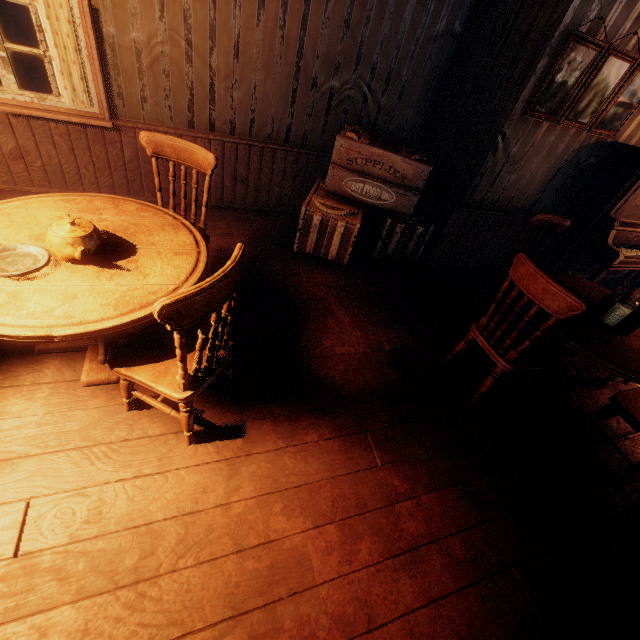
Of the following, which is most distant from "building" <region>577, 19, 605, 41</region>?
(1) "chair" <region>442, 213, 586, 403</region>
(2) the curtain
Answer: (1) "chair" <region>442, 213, 586, 403</region>

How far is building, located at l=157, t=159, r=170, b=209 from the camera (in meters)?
3.74

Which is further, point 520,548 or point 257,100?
point 257,100

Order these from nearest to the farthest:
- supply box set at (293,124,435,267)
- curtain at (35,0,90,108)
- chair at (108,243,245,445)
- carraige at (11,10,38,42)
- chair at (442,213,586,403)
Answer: chair at (108,243,245,445)
chair at (442,213,586,403)
curtain at (35,0,90,108)
supply box set at (293,124,435,267)
carraige at (11,10,38,42)

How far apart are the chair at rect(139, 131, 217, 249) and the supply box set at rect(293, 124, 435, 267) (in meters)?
1.13

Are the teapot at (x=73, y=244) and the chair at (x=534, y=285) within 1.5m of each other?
no

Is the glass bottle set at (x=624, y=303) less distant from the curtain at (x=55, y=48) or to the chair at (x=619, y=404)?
the chair at (x=619, y=404)

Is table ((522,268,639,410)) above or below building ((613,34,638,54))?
below
